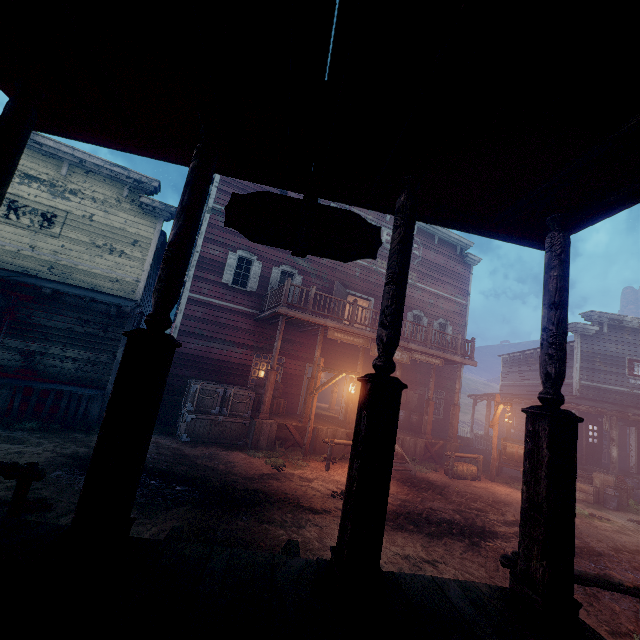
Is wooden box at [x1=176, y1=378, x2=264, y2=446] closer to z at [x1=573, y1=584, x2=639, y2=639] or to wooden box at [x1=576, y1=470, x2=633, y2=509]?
z at [x1=573, y1=584, x2=639, y2=639]

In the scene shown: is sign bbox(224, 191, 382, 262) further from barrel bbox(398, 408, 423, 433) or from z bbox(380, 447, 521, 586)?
barrel bbox(398, 408, 423, 433)

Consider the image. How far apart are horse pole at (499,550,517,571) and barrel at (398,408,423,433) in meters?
12.0

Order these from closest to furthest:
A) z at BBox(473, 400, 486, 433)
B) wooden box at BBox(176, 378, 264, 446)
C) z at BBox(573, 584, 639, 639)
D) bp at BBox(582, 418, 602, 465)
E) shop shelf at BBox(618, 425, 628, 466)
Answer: z at BBox(573, 584, 639, 639), wooden box at BBox(176, 378, 264, 446), bp at BBox(582, 418, 602, 465), shop shelf at BBox(618, 425, 628, 466), z at BBox(473, 400, 486, 433)

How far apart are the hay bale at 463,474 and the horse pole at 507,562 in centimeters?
819cm

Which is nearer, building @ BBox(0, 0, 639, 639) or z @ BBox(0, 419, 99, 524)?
building @ BBox(0, 0, 639, 639)

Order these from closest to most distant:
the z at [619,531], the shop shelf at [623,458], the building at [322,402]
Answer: the z at [619,531]
the shop shelf at [623,458]
the building at [322,402]

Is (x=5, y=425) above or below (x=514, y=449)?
below
